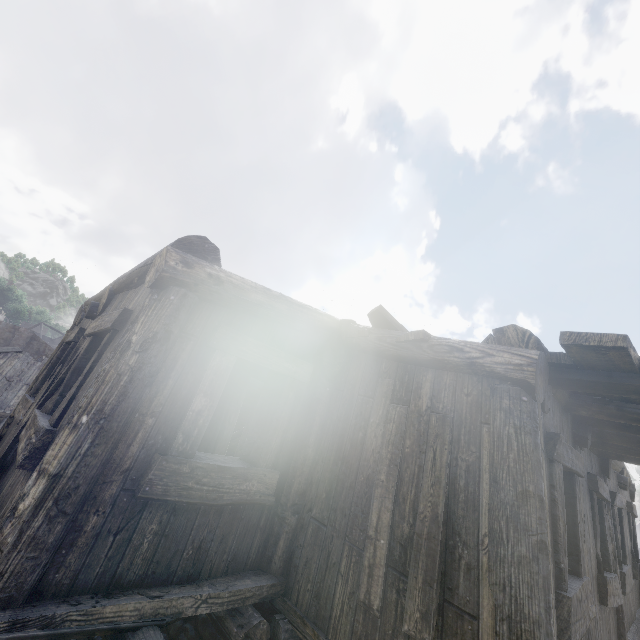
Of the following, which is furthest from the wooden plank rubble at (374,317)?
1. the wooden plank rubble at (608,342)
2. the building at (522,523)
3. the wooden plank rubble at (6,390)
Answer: the wooden plank rubble at (6,390)

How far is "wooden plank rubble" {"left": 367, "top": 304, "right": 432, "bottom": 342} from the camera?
3.4 meters

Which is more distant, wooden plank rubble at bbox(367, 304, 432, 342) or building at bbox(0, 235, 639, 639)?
wooden plank rubble at bbox(367, 304, 432, 342)

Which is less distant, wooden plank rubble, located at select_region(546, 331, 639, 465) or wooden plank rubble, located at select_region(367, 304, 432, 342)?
wooden plank rubble, located at select_region(546, 331, 639, 465)

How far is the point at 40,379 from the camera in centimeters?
511cm

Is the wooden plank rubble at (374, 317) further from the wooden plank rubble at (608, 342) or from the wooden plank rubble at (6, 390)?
the wooden plank rubble at (6, 390)

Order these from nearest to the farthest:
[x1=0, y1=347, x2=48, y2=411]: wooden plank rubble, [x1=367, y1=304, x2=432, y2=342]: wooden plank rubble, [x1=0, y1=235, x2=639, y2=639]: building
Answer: [x1=0, y1=235, x2=639, y2=639]: building, [x1=367, y1=304, x2=432, y2=342]: wooden plank rubble, [x1=0, y1=347, x2=48, y2=411]: wooden plank rubble

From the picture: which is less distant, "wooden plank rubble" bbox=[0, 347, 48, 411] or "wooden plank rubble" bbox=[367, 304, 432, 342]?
"wooden plank rubble" bbox=[367, 304, 432, 342]
